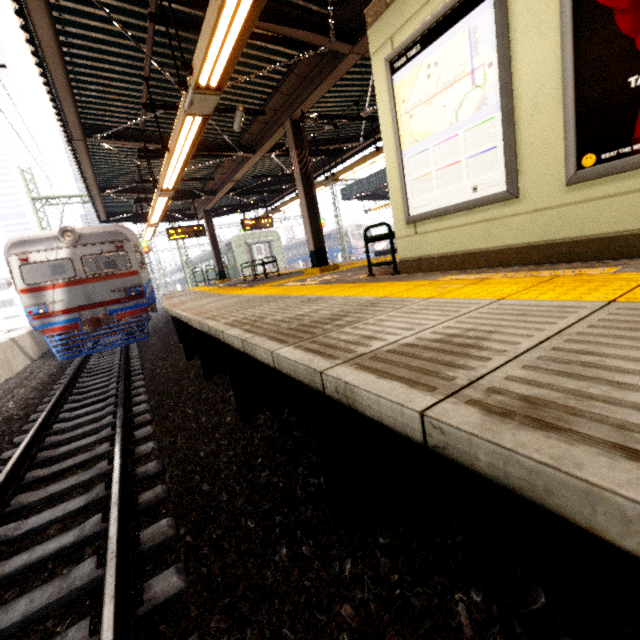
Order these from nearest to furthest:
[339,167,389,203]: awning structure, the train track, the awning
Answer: the train track, [339,167,389,203]: awning structure, the awning

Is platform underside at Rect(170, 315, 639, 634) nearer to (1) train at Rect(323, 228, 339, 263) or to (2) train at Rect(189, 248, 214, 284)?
(2) train at Rect(189, 248, 214, 284)

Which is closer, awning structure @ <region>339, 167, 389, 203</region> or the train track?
the train track

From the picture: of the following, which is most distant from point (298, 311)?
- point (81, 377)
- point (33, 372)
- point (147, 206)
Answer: point (147, 206)

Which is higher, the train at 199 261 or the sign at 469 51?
the train at 199 261

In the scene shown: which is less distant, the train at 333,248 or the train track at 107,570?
the train track at 107,570

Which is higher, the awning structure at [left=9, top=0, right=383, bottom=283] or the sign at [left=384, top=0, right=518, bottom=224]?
the awning structure at [left=9, top=0, right=383, bottom=283]

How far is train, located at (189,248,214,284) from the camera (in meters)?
31.30
